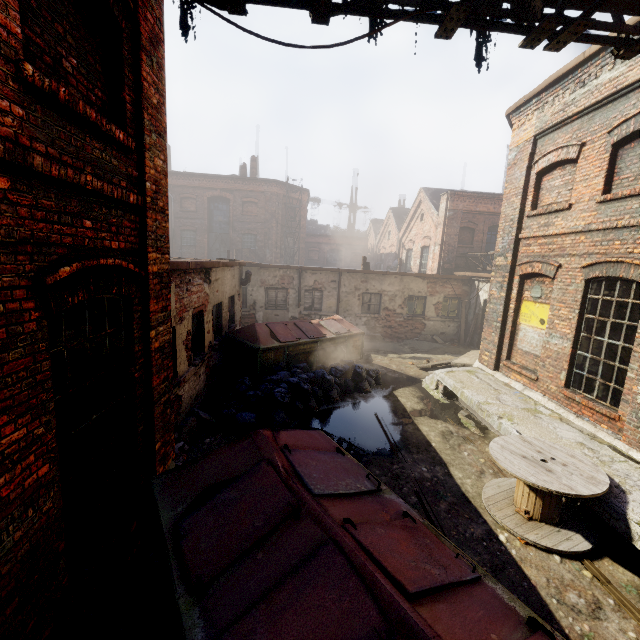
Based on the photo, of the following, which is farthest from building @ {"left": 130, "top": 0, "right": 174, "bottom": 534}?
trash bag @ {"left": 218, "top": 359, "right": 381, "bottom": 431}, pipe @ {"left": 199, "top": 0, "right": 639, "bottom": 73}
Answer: trash bag @ {"left": 218, "top": 359, "right": 381, "bottom": 431}

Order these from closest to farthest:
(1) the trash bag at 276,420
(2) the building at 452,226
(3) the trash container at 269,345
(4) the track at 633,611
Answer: (4) the track at 633,611 < (1) the trash bag at 276,420 < (3) the trash container at 269,345 < (2) the building at 452,226

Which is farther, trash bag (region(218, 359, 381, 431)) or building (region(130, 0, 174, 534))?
trash bag (region(218, 359, 381, 431))

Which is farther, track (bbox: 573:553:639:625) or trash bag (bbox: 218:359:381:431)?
trash bag (bbox: 218:359:381:431)

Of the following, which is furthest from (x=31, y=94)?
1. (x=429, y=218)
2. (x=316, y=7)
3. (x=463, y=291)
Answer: (x=429, y=218)

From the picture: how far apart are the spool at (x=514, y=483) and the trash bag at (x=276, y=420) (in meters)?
3.91

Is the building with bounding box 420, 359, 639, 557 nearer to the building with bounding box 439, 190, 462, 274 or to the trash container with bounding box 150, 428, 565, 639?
the trash container with bounding box 150, 428, 565, 639

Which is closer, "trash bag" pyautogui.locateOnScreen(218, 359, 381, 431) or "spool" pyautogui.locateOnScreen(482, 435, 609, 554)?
"spool" pyautogui.locateOnScreen(482, 435, 609, 554)
